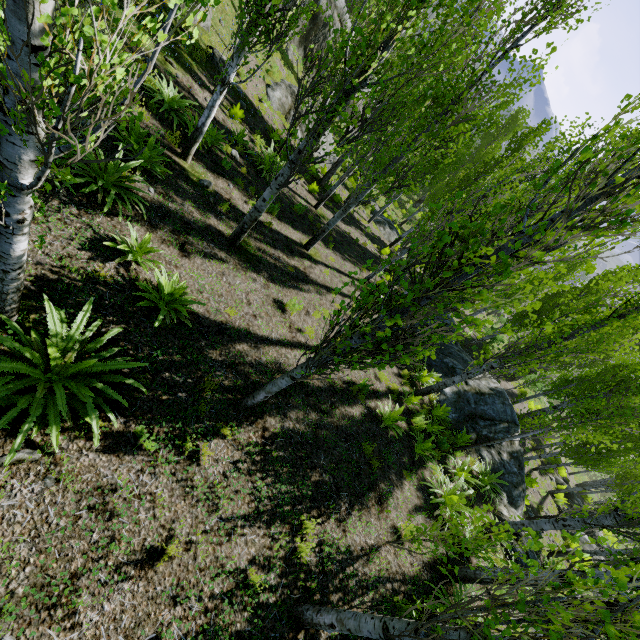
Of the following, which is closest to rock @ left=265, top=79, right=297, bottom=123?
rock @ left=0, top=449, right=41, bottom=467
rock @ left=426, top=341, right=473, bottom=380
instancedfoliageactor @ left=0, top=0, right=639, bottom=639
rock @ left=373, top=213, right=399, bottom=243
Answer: instancedfoliageactor @ left=0, top=0, right=639, bottom=639

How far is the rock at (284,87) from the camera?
16.1m

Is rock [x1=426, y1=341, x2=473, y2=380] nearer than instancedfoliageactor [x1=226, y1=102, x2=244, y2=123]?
No

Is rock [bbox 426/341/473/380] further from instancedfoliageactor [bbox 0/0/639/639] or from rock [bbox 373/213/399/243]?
rock [bbox 373/213/399/243]

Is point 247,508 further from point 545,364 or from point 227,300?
point 545,364

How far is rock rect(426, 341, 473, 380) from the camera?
13.6m

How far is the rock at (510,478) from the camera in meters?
10.9 m

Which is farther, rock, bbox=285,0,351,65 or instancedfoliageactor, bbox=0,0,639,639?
rock, bbox=285,0,351,65
